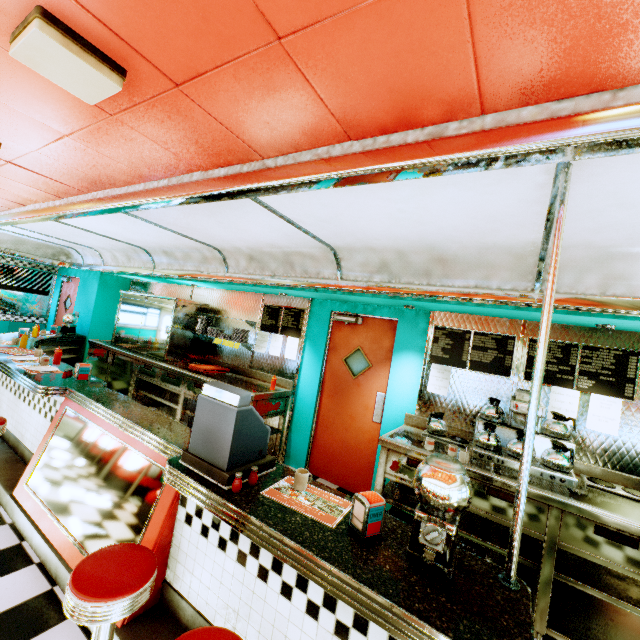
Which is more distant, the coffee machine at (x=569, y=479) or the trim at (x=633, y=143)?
the coffee machine at (x=569, y=479)

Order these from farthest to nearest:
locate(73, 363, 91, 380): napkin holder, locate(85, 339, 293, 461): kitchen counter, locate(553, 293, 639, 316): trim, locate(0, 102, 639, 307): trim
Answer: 1. locate(85, 339, 293, 461): kitchen counter
2. locate(73, 363, 91, 380): napkin holder
3. locate(553, 293, 639, 316): trim
4. locate(0, 102, 639, 307): trim

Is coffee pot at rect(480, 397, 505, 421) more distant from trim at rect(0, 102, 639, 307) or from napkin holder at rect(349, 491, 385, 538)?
napkin holder at rect(349, 491, 385, 538)

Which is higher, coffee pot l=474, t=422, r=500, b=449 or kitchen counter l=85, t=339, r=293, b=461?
coffee pot l=474, t=422, r=500, b=449

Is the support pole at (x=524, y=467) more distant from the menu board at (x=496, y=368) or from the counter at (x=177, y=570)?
the menu board at (x=496, y=368)

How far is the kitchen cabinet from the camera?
5.9m

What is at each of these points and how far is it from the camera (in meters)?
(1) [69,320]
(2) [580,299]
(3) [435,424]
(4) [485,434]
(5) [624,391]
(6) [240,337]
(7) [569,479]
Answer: (1) gumball machine, 7.08
(2) trim, 2.64
(3) coffee pot, 3.61
(4) coffee pot, 3.16
(5) menu board, 3.09
(6) plate, 5.49
(7) coffee machine, 2.73

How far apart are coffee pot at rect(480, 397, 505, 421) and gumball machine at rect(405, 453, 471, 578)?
2.06m
